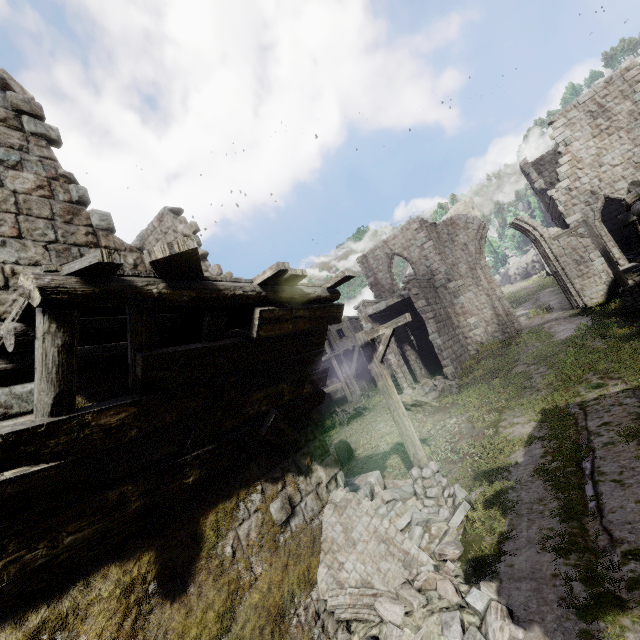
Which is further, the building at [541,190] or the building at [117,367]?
the building at [541,190]

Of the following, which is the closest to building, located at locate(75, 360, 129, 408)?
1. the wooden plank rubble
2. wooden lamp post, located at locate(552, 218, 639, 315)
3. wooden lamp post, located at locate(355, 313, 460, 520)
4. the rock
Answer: the wooden plank rubble

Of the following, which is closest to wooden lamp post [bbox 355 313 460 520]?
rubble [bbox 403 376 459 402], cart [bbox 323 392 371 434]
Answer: rubble [bbox 403 376 459 402]

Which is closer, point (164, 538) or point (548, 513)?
point (164, 538)

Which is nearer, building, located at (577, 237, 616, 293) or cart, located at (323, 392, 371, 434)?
building, located at (577, 237, 616, 293)

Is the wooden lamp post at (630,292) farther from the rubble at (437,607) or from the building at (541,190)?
the rubble at (437,607)

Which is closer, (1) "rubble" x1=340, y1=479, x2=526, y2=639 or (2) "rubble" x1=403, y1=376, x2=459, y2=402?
(1) "rubble" x1=340, y1=479, x2=526, y2=639

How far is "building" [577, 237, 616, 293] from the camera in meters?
18.3
